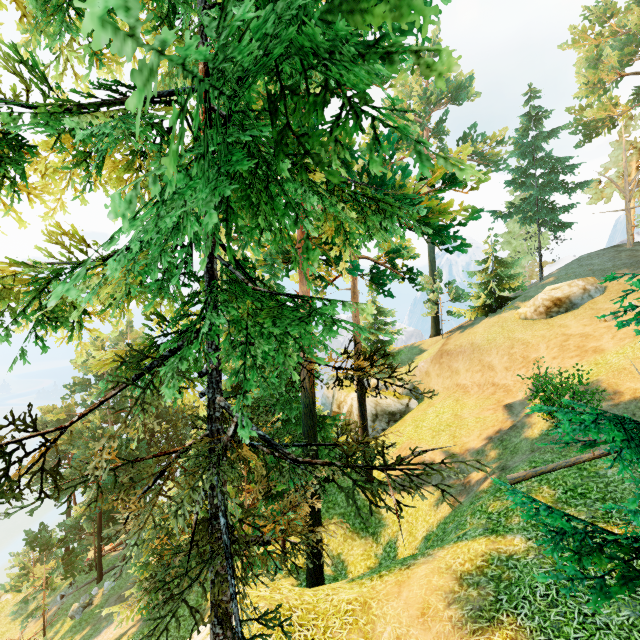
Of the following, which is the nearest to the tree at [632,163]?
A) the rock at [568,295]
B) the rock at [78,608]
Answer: the rock at [78,608]

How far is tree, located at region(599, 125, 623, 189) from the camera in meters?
38.0

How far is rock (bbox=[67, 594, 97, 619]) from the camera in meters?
24.5 m

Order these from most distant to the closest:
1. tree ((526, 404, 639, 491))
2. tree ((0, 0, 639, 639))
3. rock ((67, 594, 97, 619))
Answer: rock ((67, 594, 97, 619)) < tree ((526, 404, 639, 491)) < tree ((0, 0, 639, 639))

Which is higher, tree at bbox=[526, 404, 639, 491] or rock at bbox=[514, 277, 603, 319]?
rock at bbox=[514, 277, 603, 319]

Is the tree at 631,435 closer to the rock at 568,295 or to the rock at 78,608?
the rock at 78,608

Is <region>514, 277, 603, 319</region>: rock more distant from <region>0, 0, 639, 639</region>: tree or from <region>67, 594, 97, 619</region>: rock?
<region>67, 594, 97, 619</region>: rock

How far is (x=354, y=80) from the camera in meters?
1.7 m
